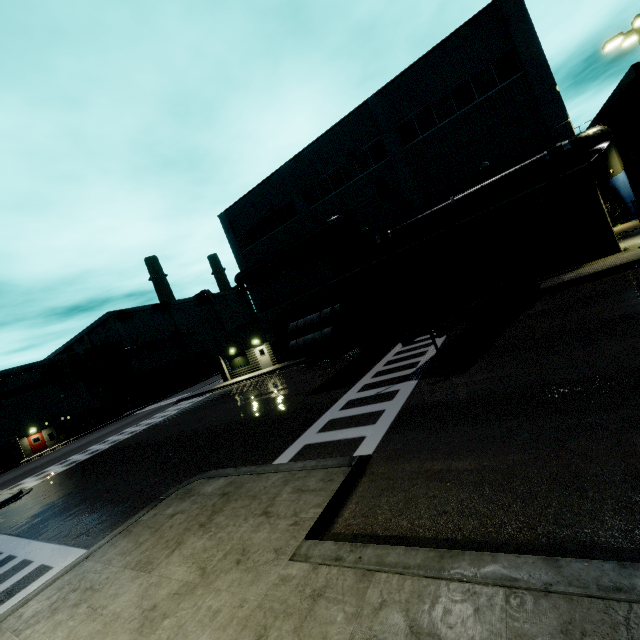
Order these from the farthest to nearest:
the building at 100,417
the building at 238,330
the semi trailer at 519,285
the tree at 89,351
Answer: the tree at 89,351 → the building at 100,417 → the building at 238,330 → the semi trailer at 519,285

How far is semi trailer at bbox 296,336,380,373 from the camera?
13.1m

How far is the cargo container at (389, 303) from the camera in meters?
9.4

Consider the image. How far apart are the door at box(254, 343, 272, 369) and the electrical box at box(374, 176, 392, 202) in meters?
16.3 m

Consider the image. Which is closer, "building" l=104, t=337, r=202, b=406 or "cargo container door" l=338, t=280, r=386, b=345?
"cargo container door" l=338, t=280, r=386, b=345

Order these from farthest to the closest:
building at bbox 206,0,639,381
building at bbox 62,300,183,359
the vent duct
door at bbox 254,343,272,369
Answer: building at bbox 62,300,183,359 → door at bbox 254,343,272,369 → the vent duct → building at bbox 206,0,639,381

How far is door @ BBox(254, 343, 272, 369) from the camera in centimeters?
3066cm

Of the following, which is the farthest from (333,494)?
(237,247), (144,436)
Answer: (237,247)
